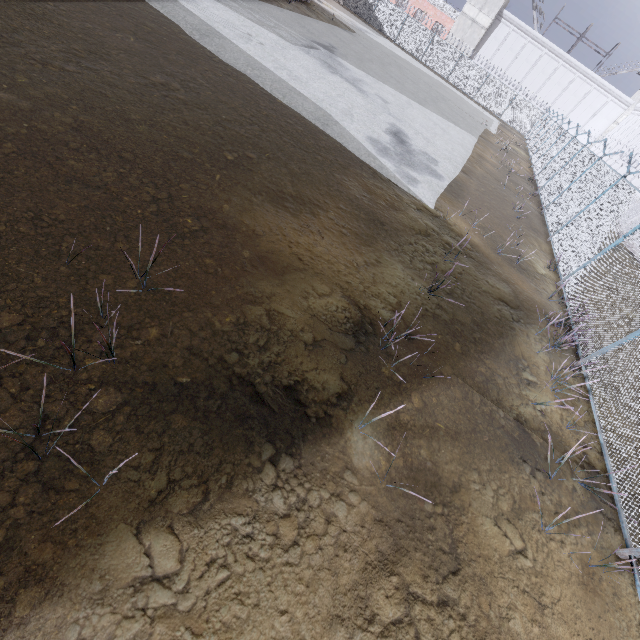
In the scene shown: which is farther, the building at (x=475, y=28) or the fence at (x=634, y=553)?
the building at (x=475, y=28)

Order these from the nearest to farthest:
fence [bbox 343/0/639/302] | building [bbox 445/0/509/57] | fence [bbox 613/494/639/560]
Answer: fence [bbox 613/494/639/560] → fence [bbox 343/0/639/302] → building [bbox 445/0/509/57]

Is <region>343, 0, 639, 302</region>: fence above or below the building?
below

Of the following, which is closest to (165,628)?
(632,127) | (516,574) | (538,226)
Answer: (516,574)

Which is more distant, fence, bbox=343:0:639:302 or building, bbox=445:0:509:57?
building, bbox=445:0:509:57

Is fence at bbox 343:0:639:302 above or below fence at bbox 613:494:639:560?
above

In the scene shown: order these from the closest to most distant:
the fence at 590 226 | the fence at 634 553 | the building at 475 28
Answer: the fence at 634 553, the fence at 590 226, the building at 475 28
